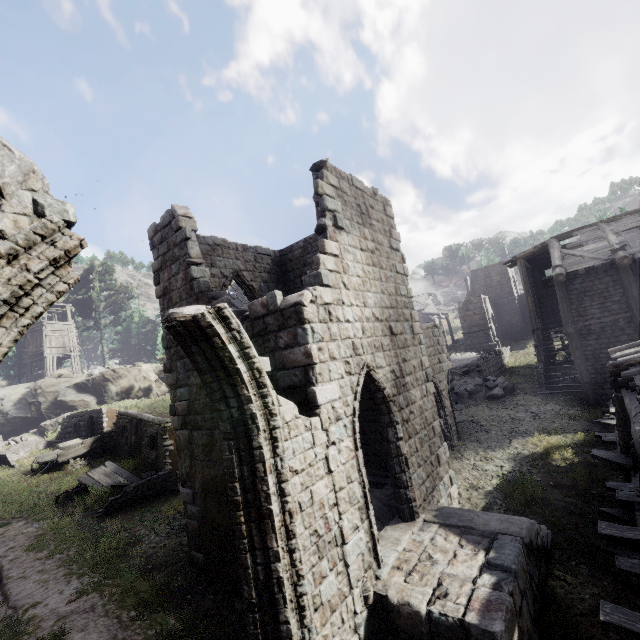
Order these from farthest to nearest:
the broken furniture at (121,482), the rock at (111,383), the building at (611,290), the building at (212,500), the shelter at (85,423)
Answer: the rock at (111,383)
the shelter at (85,423)
the broken furniture at (121,482)
the building at (212,500)
the building at (611,290)

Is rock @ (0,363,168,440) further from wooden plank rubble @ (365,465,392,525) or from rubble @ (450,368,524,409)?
wooden plank rubble @ (365,465,392,525)

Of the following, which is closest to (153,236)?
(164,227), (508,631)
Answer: (164,227)

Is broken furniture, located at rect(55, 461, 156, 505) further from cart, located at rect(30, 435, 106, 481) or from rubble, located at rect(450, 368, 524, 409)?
rubble, located at rect(450, 368, 524, 409)

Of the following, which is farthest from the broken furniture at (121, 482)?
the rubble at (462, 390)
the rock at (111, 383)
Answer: the rock at (111, 383)

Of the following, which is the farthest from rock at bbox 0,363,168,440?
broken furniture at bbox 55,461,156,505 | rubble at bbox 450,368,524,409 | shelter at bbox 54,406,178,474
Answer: rubble at bbox 450,368,524,409

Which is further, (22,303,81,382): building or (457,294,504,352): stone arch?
(22,303,81,382): building

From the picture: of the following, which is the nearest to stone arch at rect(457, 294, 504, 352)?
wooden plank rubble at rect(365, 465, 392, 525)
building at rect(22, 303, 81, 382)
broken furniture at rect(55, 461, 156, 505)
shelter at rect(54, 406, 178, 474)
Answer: shelter at rect(54, 406, 178, 474)
